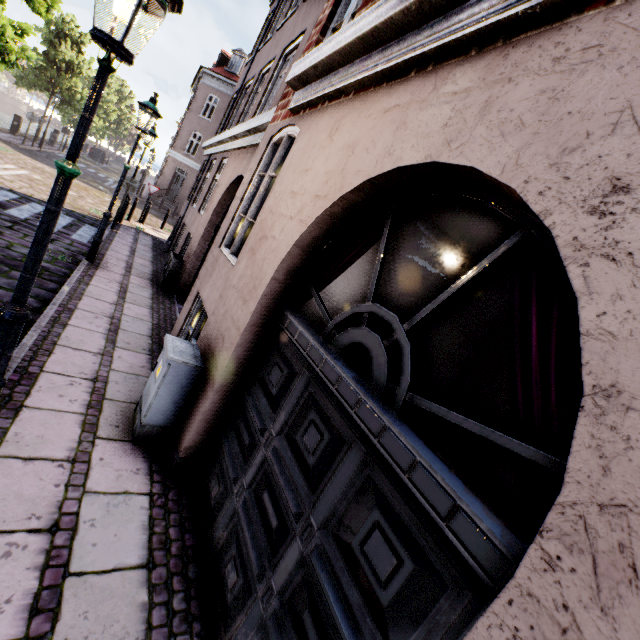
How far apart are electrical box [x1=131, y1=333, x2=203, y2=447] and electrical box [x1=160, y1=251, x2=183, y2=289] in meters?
5.4 m

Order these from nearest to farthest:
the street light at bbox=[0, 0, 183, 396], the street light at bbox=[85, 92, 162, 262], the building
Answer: the building
the street light at bbox=[0, 0, 183, 396]
the street light at bbox=[85, 92, 162, 262]

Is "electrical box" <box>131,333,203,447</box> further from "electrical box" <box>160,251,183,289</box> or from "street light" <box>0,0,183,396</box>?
"electrical box" <box>160,251,183,289</box>

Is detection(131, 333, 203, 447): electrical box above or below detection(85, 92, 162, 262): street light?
below

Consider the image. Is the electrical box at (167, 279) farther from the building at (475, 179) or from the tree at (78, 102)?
the tree at (78, 102)

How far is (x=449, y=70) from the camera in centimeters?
186cm

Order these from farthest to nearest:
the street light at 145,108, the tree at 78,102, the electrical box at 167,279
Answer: the tree at 78,102 < the electrical box at 167,279 < the street light at 145,108
